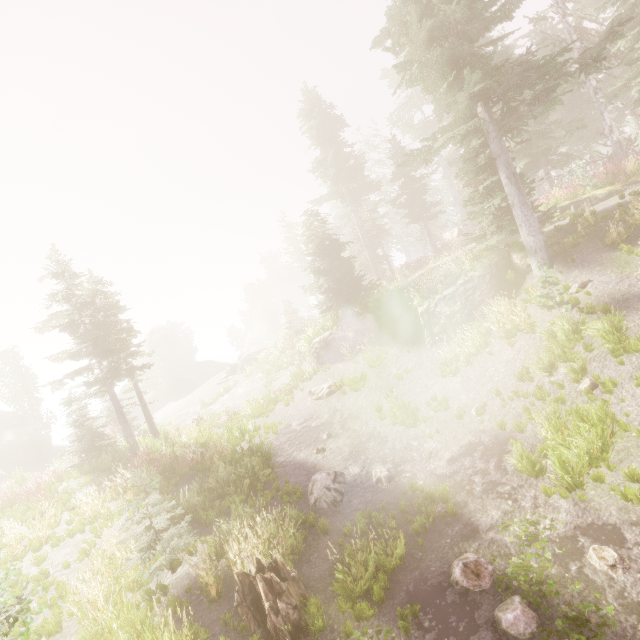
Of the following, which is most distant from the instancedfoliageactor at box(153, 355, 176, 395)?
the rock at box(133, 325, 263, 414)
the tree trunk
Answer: the tree trunk

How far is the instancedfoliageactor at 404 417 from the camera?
11.58m

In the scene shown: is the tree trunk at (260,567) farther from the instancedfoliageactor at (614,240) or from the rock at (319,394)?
the rock at (319,394)

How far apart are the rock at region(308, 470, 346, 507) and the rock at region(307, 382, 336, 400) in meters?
6.5 m

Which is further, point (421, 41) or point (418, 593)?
point (421, 41)

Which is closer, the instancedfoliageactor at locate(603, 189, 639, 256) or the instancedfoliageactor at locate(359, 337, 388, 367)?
the instancedfoliageactor at locate(603, 189, 639, 256)

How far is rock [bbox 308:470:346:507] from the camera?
9.1 meters

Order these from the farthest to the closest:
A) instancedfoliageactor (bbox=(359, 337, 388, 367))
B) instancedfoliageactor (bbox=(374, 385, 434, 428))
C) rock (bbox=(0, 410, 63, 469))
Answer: rock (bbox=(0, 410, 63, 469)), instancedfoliageactor (bbox=(359, 337, 388, 367)), instancedfoliageactor (bbox=(374, 385, 434, 428))
